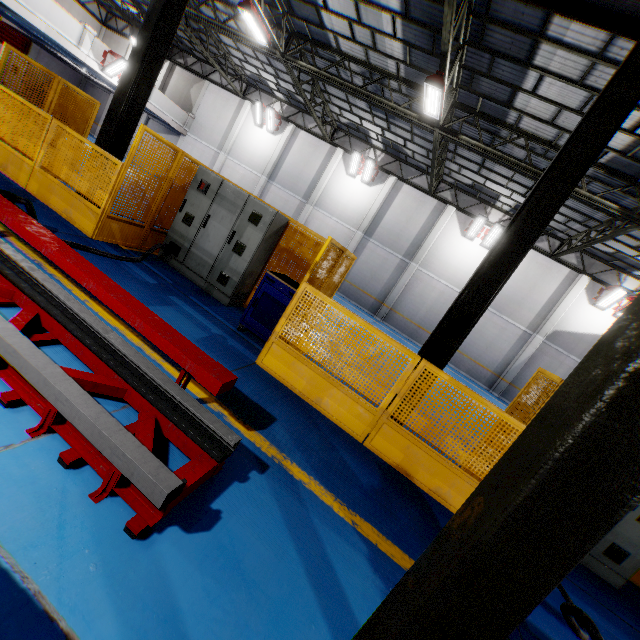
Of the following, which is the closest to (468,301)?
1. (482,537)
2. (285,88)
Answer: (482,537)

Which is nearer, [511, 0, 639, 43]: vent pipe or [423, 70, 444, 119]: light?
[511, 0, 639, 43]: vent pipe

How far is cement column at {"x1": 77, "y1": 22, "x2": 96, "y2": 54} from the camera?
16.3m

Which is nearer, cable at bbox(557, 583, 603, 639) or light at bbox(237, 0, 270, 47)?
cable at bbox(557, 583, 603, 639)

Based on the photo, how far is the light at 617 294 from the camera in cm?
1595

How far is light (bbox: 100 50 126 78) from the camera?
17.42m

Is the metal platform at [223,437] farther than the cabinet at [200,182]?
No

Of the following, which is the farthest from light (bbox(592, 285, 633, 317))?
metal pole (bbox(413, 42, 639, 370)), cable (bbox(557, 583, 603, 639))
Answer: cable (bbox(557, 583, 603, 639))
